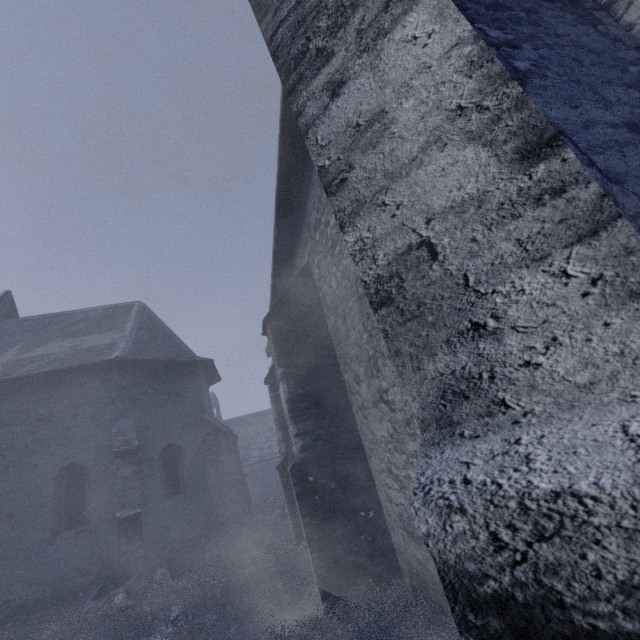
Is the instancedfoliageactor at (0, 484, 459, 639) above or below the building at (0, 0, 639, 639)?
below

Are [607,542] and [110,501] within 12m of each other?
no

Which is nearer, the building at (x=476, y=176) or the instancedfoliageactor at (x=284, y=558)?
the building at (x=476, y=176)

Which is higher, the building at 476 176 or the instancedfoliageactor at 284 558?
the building at 476 176

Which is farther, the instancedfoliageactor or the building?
the instancedfoliageactor
